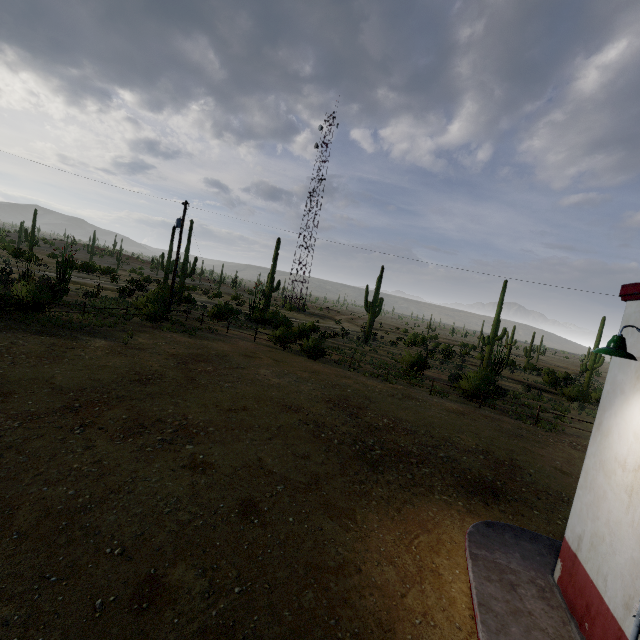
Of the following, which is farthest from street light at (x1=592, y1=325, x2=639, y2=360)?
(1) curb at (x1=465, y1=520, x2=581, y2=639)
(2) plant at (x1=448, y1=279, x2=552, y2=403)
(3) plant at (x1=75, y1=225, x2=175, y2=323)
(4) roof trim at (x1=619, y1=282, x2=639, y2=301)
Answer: (3) plant at (x1=75, y1=225, x2=175, y2=323)

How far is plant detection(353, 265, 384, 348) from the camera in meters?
37.4 m

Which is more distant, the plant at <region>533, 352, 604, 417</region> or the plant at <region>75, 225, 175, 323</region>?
the plant at <region>533, 352, 604, 417</region>

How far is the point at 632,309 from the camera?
4.9m

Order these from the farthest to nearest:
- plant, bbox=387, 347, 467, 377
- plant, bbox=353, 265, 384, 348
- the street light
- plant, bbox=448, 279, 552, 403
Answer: plant, bbox=353, 265, 384, 348 < plant, bbox=387, 347, 467, 377 < plant, bbox=448, 279, 552, 403 < the street light

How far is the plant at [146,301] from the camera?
21.5m

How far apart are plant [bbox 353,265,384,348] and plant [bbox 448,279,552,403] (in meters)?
5.48

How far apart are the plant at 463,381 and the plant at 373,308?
5.48m
